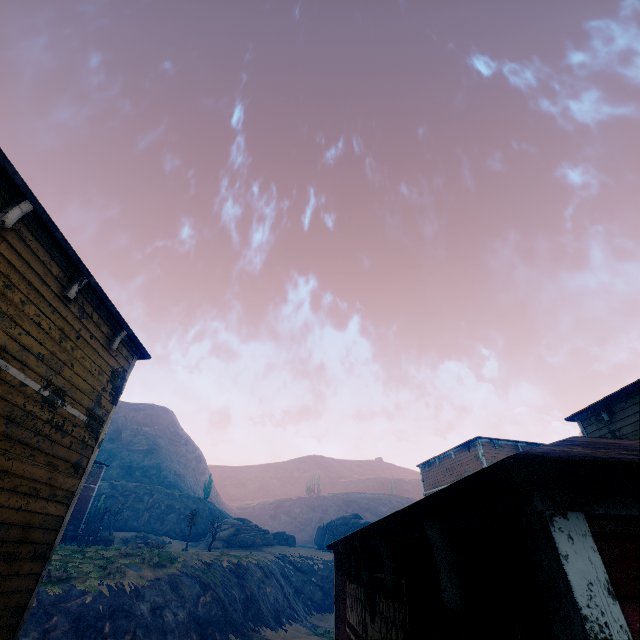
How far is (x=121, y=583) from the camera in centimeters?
1991cm

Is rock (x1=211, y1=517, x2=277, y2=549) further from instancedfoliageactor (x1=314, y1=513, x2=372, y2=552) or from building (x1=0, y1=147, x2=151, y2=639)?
building (x1=0, y1=147, x2=151, y2=639)

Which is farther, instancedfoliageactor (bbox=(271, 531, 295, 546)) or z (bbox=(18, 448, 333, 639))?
instancedfoliageactor (bbox=(271, 531, 295, 546))

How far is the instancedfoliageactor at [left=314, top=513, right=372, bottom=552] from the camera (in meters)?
46.67

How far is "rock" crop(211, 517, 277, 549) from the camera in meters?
40.9 m

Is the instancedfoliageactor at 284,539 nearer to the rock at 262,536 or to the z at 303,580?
the rock at 262,536

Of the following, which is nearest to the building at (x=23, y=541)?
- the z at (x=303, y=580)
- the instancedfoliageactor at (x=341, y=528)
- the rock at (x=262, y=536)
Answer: the z at (x=303, y=580)

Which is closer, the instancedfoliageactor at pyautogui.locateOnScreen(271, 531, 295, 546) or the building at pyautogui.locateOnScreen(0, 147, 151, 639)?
the building at pyautogui.locateOnScreen(0, 147, 151, 639)
